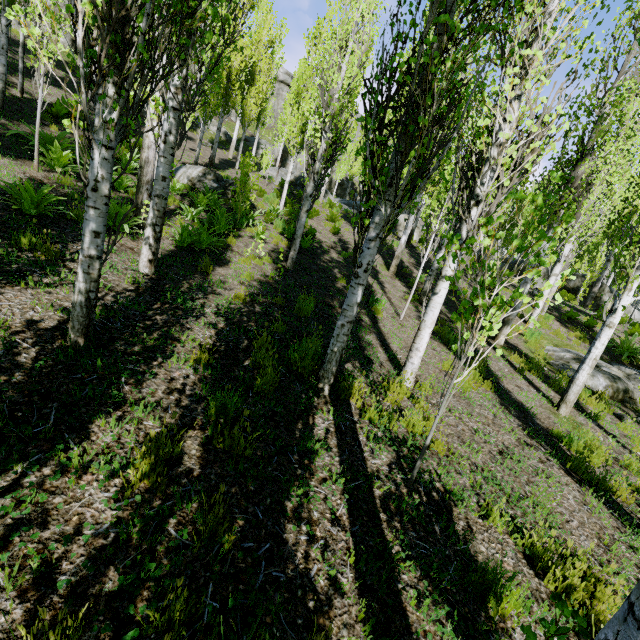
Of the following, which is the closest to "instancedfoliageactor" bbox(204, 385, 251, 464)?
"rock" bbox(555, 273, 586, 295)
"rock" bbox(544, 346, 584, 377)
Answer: "rock" bbox(555, 273, 586, 295)

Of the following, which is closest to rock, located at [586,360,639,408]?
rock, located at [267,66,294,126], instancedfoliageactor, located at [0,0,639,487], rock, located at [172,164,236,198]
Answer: instancedfoliageactor, located at [0,0,639,487]

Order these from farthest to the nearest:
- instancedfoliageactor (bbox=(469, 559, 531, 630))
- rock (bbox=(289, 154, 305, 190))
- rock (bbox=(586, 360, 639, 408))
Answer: rock (bbox=(289, 154, 305, 190)) < rock (bbox=(586, 360, 639, 408)) < instancedfoliageactor (bbox=(469, 559, 531, 630))

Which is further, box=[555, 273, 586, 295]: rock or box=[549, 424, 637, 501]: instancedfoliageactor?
box=[555, 273, 586, 295]: rock

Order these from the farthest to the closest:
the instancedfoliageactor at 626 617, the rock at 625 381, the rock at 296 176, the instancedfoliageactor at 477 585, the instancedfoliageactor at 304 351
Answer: the rock at 296 176 → the rock at 625 381 → the instancedfoliageactor at 304 351 → the instancedfoliageactor at 477 585 → the instancedfoliageactor at 626 617

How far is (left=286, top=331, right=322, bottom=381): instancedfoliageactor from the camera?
4.4 meters

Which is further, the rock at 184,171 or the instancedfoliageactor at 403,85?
the rock at 184,171

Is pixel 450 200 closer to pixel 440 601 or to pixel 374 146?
pixel 440 601
